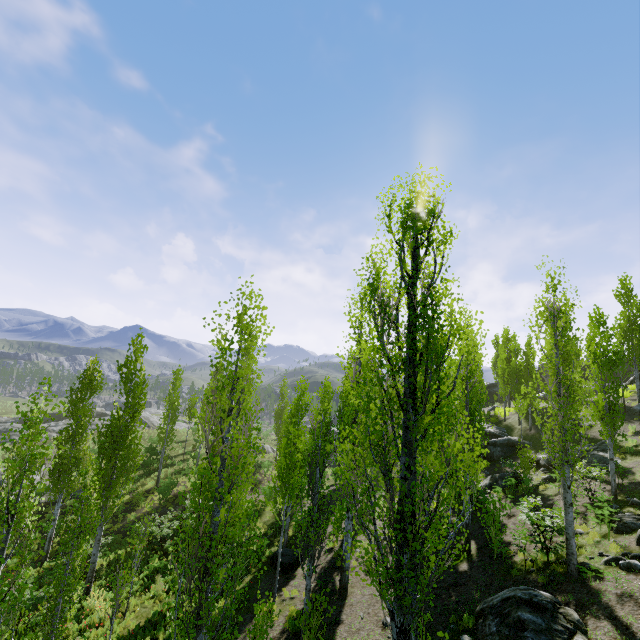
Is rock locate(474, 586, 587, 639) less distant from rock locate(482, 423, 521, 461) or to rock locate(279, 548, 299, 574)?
rock locate(279, 548, 299, 574)

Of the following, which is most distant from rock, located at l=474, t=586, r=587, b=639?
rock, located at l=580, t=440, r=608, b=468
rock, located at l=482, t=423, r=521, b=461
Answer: rock, located at l=482, t=423, r=521, b=461

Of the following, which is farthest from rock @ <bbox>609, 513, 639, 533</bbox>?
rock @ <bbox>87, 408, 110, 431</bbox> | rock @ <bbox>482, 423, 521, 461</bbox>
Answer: rock @ <bbox>482, 423, 521, 461</bbox>

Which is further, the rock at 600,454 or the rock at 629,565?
the rock at 600,454

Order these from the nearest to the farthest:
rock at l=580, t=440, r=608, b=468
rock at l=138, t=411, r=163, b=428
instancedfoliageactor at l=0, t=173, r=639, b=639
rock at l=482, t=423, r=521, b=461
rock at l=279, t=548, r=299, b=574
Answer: instancedfoliageactor at l=0, t=173, r=639, b=639 < rock at l=279, t=548, r=299, b=574 < rock at l=580, t=440, r=608, b=468 < rock at l=482, t=423, r=521, b=461 < rock at l=138, t=411, r=163, b=428

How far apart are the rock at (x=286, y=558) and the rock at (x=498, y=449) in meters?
17.5 m

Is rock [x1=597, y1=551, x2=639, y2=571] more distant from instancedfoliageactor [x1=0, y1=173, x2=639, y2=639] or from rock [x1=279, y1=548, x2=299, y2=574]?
rock [x1=279, y1=548, x2=299, y2=574]

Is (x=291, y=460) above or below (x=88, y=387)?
below
